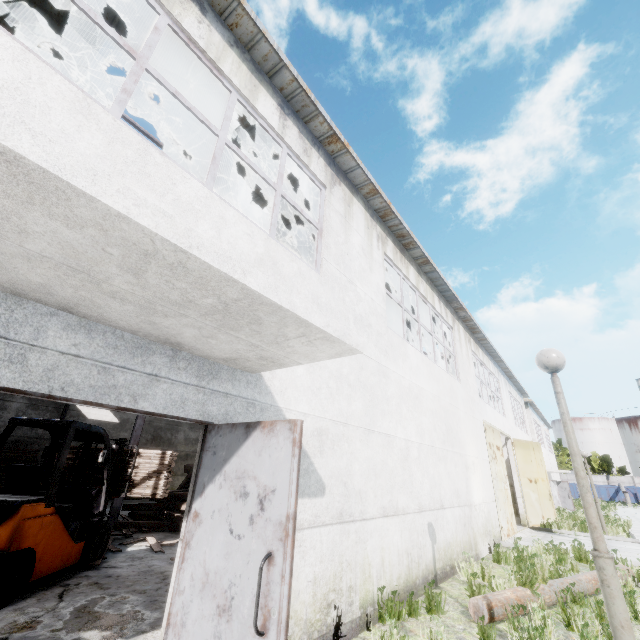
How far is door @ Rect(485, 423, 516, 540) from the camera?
11.5 meters

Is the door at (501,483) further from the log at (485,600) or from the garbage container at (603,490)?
the garbage container at (603,490)

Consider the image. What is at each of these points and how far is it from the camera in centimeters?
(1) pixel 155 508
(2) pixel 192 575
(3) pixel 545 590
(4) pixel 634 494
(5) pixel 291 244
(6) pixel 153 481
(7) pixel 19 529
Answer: (1) wooden beam pile, 1041cm
(2) door, 255cm
(3) log, 549cm
(4) garbage container, 4369cm
(5) roof support, 867cm
(6) wooden planks bundle, 718cm
(7) forklift, 431cm

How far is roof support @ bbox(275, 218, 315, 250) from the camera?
8.3 meters

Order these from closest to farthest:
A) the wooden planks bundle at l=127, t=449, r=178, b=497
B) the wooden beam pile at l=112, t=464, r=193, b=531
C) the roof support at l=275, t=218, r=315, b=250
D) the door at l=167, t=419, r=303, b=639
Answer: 1. the door at l=167, t=419, r=303, b=639
2. the wooden planks bundle at l=127, t=449, r=178, b=497
3. the roof support at l=275, t=218, r=315, b=250
4. the wooden beam pile at l=112, t=464, r=193, b=531

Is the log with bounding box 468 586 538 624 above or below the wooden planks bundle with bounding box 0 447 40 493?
below

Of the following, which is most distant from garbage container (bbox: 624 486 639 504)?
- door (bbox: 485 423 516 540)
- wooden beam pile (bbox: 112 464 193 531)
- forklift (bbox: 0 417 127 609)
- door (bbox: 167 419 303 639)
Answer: door (bbox: 167 419 303 639)

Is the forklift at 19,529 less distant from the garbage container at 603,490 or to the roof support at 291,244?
the roof support at 291,244
